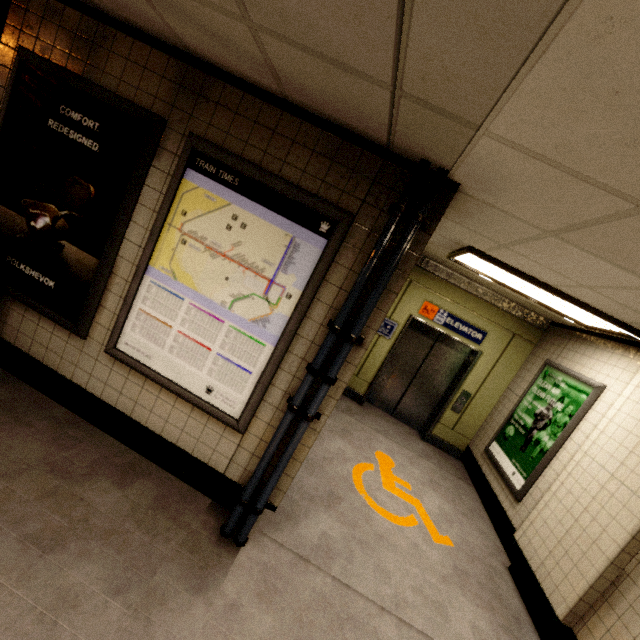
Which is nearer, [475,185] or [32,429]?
[475,185]

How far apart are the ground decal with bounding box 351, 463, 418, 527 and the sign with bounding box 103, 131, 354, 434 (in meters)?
2.01

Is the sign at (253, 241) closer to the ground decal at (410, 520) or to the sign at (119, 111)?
the sign at (119, 111)

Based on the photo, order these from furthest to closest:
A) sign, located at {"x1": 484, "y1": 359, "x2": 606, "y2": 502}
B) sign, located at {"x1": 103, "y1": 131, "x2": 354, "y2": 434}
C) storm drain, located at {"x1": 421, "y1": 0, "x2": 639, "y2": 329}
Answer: sign, located at {"x1": 484, "y1": 359, "x2": 606, "y2": 502}, sign, located at {"x1": 103, "y1": 131, "x2": 354, "y2": 434}, storm drain, located at {"x1": 421, "y1": 0, "x2": 639, "y2": 329}

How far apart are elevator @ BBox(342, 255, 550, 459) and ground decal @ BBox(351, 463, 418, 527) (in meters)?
1.42

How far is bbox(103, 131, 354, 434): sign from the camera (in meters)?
2.18

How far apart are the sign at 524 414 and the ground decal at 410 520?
1.15m

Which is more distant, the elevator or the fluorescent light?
the elevator
